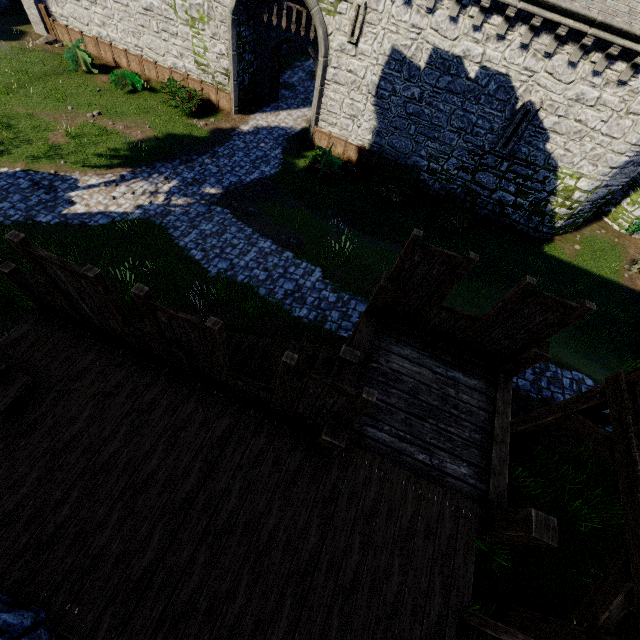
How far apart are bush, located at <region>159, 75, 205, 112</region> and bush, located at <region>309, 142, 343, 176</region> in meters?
6.8

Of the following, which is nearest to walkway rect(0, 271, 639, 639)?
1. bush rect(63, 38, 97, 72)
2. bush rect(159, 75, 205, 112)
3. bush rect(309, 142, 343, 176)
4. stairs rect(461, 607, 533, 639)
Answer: stairs rect(461, 607, 533, 639)

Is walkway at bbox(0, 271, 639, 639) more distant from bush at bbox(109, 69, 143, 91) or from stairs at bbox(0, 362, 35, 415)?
bush at bbox(109, 69, 143, 91)

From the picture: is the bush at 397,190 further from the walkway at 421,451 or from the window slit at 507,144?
the walkway at 421,451

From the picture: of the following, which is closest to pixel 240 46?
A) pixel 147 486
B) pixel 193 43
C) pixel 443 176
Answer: pixel 193 43

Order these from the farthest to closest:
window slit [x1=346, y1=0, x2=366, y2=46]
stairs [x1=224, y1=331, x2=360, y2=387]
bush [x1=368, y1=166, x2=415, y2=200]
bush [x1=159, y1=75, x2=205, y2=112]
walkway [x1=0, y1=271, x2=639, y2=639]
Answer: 1. bush [x1=159, y1=75, x2=205, y2=112]
2. bush [x1=368, y1=166, x2=415, y2=200]
3. window slit [x1=346, y1=0, x2=366, y2=46]
4. stairs [x1=224, y1=331, x2=360, y2=387]
5. walkway [x1=0, y1=271, x2=639, y2=639]

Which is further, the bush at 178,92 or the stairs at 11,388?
the bush at 178,92

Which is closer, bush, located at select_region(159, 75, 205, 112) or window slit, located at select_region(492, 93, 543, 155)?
window slit, located at select_region(492, 93, 543, 155)
